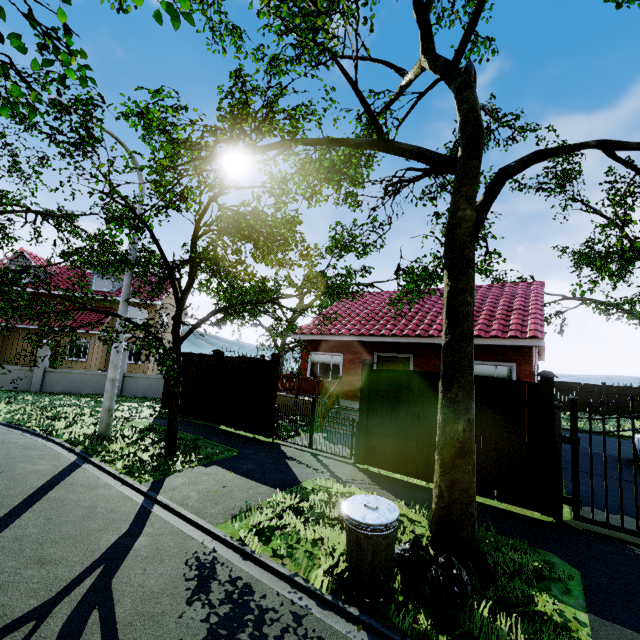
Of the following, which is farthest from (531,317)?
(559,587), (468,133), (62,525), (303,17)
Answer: (62,525)

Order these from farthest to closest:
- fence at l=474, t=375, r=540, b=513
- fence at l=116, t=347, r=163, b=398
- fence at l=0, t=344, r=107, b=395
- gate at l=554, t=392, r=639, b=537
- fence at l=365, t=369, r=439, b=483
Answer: fence at l=116, t=347, r=163, b=398 → fence at l=0, t=344, r=107, b=395 → fence at l=365, t=369, r=439, b=483 → fence at l=474, t=375, r=540, b=513 → gate at l=554, t=392, r=639, b=537

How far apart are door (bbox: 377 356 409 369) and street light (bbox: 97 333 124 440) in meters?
9.6

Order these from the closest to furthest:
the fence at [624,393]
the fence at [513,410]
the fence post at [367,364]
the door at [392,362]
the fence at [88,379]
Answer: the fence at [513,410] → the fence post at [367,364] → the door at [392,362] → the fence at [88,379] → the fence at [624,393]

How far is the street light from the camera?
8.8m

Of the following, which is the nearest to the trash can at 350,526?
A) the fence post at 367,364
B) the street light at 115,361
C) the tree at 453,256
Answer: the tree at 453,256

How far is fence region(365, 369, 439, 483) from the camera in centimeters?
716cm

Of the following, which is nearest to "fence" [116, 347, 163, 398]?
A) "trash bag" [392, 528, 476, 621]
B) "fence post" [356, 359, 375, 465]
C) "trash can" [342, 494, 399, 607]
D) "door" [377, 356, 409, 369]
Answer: "fence post" [356, 359, 375, 465]
